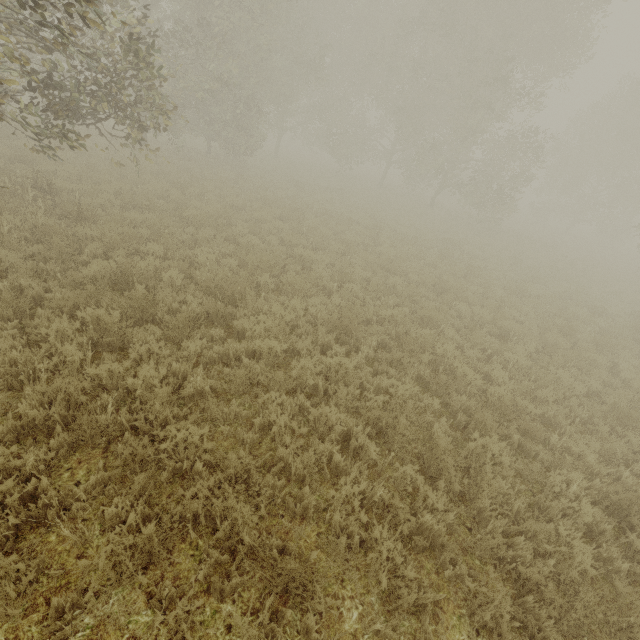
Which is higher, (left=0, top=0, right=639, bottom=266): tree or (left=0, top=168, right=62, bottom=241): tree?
(left=0, top=0, right=639, bottom=266): tree

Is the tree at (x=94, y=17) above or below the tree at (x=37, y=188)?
above

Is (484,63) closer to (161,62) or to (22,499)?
(161,62)
